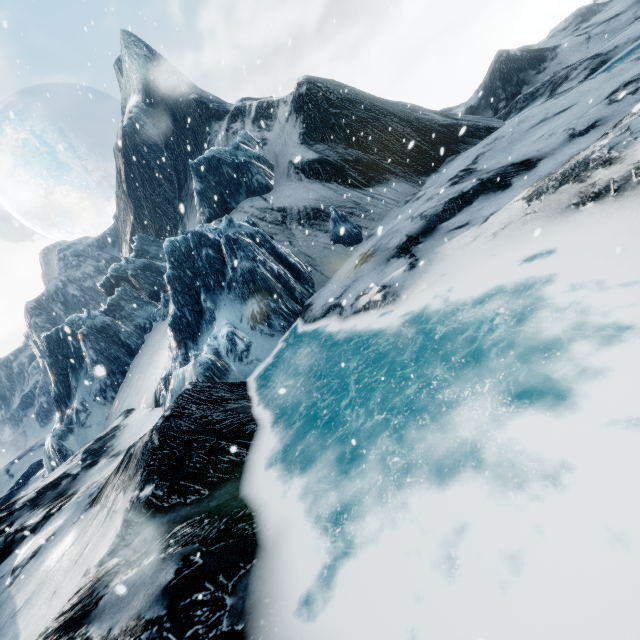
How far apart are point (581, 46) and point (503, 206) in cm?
2685
